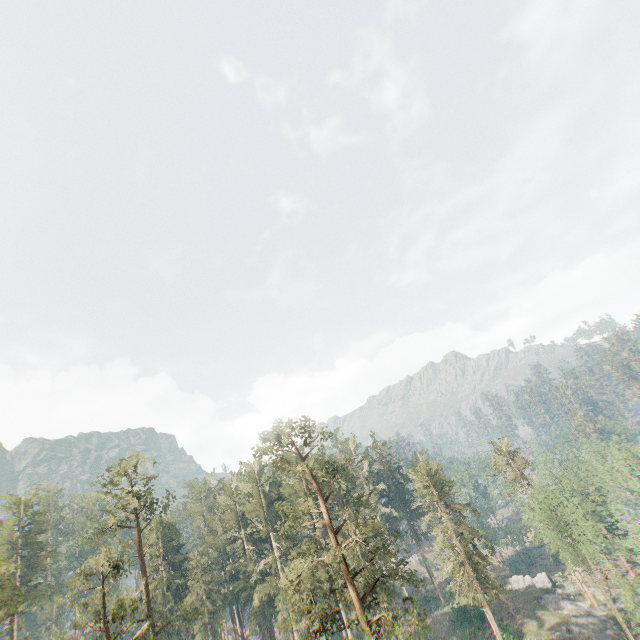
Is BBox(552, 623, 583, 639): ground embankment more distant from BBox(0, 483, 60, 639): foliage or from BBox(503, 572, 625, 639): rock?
BBox(0, 483, 60, 639): foliage

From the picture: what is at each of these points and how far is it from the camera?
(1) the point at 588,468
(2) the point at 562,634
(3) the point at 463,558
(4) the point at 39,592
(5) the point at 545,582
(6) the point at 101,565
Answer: (1) foliage, 56.69m
(2) ground embankment, 41.06m
(3) foliage, 41.75m
(4) foliage, 52.41m
(5) rock, 54.62m
(6) foliage, 28.02m

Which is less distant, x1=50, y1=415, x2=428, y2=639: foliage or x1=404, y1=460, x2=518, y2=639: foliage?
x1=50, y1=415, x2=428, y2=639: foliage

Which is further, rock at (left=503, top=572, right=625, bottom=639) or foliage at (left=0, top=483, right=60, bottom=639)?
rock at (left=503, top=572, right=625, bottom=639)

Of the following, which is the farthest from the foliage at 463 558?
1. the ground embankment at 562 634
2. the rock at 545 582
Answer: the ground embankment at 562 634

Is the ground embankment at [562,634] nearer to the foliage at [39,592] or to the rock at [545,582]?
the rock at [545,582]

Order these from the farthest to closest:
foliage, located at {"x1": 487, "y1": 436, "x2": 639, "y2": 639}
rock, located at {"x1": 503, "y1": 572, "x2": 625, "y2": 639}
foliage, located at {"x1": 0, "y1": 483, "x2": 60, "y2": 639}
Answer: rock, located at {"x1": 503, "y1": 572, "x2": 625, "y2": 639}
foliage, located at {"x1": 487, "y1": 436, "x2": 639, "y2": 639}
foliage, located at {"x1": 0, "y1": 483, "x2": 60, "y2": 639}

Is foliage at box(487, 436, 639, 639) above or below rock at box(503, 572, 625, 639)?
above
